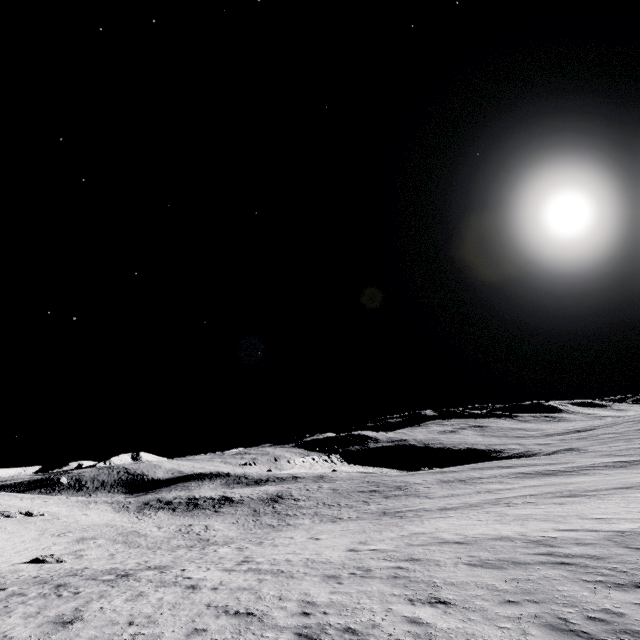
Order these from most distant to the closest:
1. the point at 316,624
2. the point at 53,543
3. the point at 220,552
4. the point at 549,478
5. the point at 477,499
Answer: the point at 549,478 < the point at 477,499 < the point at 53,543 < the point at 220,552 < the point at 316,624
